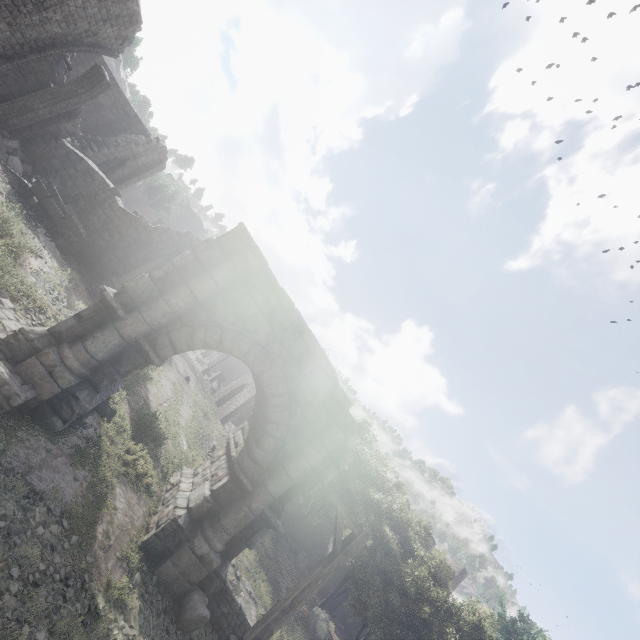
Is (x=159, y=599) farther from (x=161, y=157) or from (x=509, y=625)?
(x=161, y=157)

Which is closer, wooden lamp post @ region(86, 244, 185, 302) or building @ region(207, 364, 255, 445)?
wooden lamp post @ region(86, 244, 185, 302)

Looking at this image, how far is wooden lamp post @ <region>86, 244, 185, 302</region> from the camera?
15.1 meters

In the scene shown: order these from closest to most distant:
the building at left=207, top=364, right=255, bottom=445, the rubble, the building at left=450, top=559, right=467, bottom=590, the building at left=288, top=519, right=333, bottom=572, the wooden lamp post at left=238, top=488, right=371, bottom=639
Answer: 1. the wooden lamp post at left=238, top=488, right=371, bottom=639
2. the rubble
3. the building at left=450, top=559, right=467, bottom=590
4. the building at left=288, top=519, right=333, bottom=572
5. the building at left=207, top=364, right=255, bottom=445

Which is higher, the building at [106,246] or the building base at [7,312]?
the building at [106,246]

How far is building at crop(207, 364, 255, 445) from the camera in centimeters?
2803cm

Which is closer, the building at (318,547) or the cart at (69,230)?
the cart at (69,230)

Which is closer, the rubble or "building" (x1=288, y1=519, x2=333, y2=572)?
the rubble
